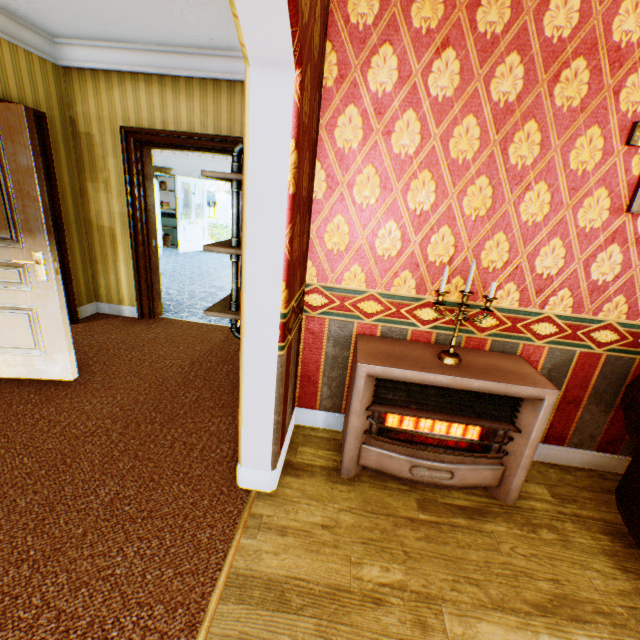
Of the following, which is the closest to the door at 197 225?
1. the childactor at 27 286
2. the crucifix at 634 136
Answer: the childactor at 27 286

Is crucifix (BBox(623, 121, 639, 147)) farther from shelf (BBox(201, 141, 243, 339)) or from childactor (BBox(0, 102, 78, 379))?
childactor (BBox(0, 102, 78, 379))

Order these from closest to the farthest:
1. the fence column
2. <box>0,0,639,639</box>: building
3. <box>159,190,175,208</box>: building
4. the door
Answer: <box>0,0,639,639</box>: building
the door
<box>159,190,175,208</box>: building
the fence column

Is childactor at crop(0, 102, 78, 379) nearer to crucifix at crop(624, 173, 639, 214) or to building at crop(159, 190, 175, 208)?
building at crop(159, 190, 175, 208)

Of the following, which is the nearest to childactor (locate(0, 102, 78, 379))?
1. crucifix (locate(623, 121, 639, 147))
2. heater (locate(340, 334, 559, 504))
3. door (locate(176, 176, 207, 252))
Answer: heater (locate(340, 334, 559, 504))

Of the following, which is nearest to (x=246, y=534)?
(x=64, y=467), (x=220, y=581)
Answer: (x=220, y=581)

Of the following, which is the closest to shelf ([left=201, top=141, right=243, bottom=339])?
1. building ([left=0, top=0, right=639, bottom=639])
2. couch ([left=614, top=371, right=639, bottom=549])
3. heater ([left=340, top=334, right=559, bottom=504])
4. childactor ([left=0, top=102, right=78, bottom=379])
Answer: building ([left=0, top=0, right=639, bottom=639])

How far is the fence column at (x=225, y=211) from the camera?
23.7 meters
